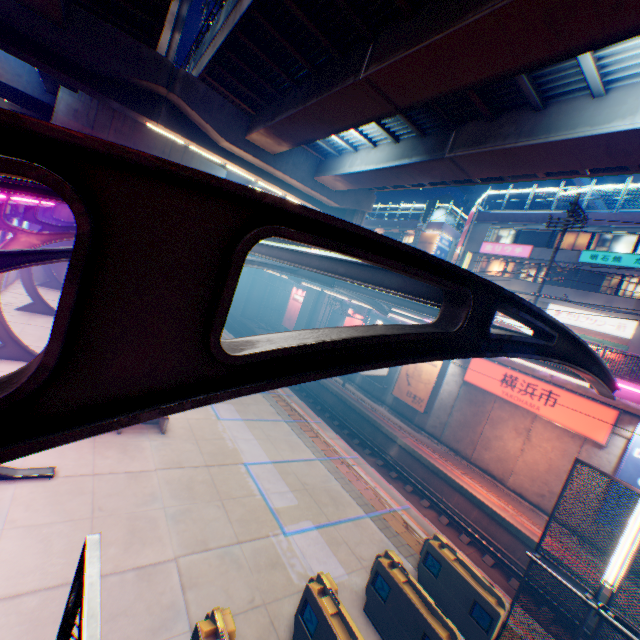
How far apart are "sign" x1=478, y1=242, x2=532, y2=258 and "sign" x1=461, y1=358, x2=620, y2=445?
14.6m

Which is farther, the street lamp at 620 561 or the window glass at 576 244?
the window glass at 576 244

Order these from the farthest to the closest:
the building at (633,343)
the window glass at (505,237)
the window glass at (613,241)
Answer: the window glass at (505,237), the window glass at (613,241), the building at (633,343)

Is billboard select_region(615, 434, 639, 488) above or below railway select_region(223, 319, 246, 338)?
above

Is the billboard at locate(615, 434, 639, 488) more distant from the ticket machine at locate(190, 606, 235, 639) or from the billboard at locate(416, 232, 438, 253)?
the billboard at locate(416, 232, 438, 253)

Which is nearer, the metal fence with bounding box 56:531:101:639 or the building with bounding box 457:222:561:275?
the metal fence with bounding box 56:531:101:639

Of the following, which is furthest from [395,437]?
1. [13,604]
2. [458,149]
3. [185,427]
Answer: [13,604]

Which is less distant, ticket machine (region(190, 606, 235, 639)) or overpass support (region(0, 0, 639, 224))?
ticket machine (region(190, 606, 235, 639))
